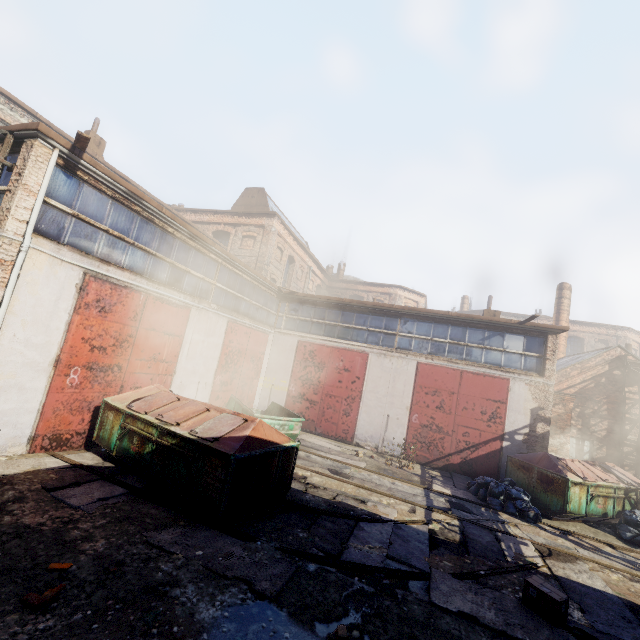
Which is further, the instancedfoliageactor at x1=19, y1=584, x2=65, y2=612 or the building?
the building

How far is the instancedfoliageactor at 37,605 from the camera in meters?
3.5

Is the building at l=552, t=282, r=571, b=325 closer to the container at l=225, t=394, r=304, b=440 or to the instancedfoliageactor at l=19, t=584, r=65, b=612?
the container at l=225, t=394, r=304, b=440

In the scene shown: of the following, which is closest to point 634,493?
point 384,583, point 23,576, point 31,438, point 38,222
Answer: point 384,583

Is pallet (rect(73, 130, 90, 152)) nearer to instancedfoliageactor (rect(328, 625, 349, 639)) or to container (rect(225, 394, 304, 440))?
container (rect(225, 394, 304, 440))

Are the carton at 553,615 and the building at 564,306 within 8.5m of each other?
no

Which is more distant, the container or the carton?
the container

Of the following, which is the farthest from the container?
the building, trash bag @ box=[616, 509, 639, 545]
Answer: the building
